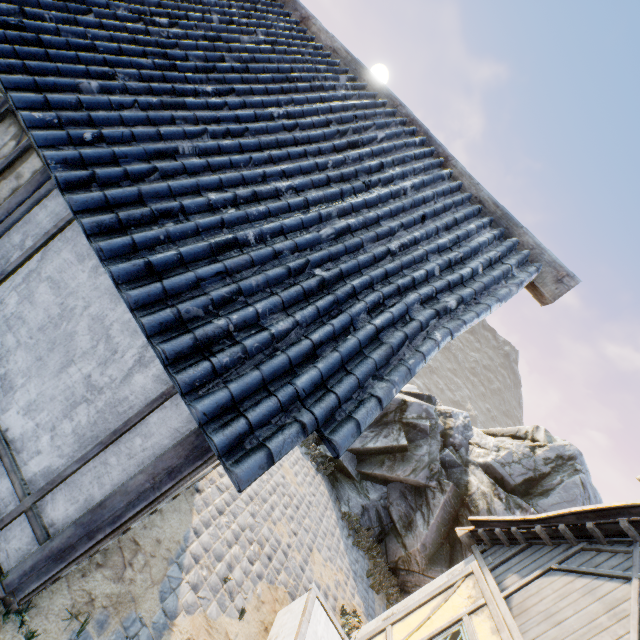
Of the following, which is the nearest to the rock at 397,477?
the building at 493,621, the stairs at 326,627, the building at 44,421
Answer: the building at 44,421

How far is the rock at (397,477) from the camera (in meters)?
9.55

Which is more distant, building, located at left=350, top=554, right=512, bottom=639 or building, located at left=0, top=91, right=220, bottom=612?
building, located at left=350, top=554, right=512, bottom=639

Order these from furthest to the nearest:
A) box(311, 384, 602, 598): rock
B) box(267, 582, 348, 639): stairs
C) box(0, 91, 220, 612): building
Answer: box(311, 384, 602, 598): rock < box(267, 582, 348, 639): stairs < box(0, 91, 220, 612): building

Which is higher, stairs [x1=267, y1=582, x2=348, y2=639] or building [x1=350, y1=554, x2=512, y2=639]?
building [x1=350, y1=554, x2=512, y2=639]

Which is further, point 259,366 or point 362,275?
point 362,275

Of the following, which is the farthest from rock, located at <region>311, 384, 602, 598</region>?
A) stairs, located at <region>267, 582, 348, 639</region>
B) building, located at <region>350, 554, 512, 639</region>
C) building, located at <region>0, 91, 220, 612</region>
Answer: stairs, located at <region>267, 582, 348, 639</region>

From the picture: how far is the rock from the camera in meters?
9.5
